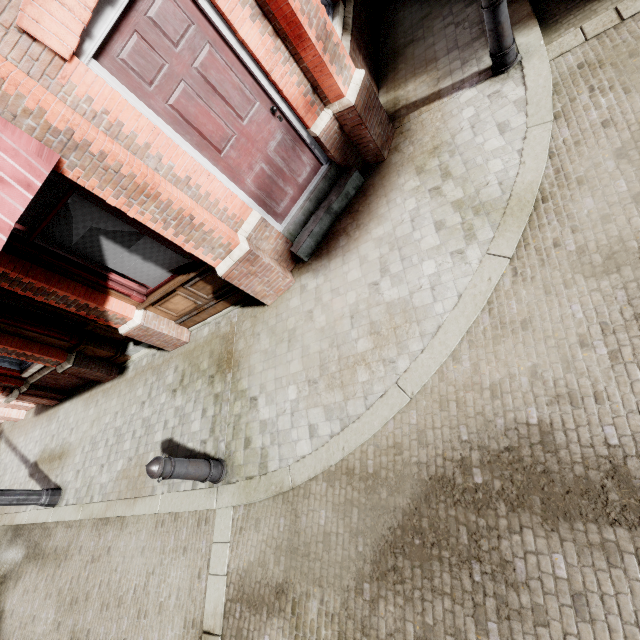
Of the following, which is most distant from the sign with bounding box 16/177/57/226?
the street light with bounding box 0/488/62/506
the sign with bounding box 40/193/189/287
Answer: the street light with bounding box 0/488/62/506

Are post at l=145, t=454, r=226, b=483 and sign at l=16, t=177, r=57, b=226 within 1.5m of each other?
no

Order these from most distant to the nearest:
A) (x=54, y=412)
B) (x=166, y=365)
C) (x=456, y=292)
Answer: (x=54, y=412) → (x=166, y=365) → (x=456, y=292)

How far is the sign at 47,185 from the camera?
3.52m

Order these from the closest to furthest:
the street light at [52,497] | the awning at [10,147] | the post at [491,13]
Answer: the awning at [10,147] → the post at [491,13] → the street light at [52,497]

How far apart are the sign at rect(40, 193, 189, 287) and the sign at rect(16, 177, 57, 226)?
0.2m

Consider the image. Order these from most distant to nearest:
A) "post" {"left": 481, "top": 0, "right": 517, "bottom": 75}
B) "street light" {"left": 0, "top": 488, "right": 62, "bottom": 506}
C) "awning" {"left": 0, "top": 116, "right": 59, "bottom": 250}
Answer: "street light" {"left": 0, "top": 488, "right": 62, "bottom": 506}
"post" {"left": 481, "top": 0, "right": 517, "bottom": 75}
"awning" {"left": 0, "top": 116, "right": 59, "bottom": 250}

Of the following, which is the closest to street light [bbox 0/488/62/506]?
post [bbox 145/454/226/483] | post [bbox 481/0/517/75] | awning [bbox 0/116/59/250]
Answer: awning [bbox 0/116/59/250]
